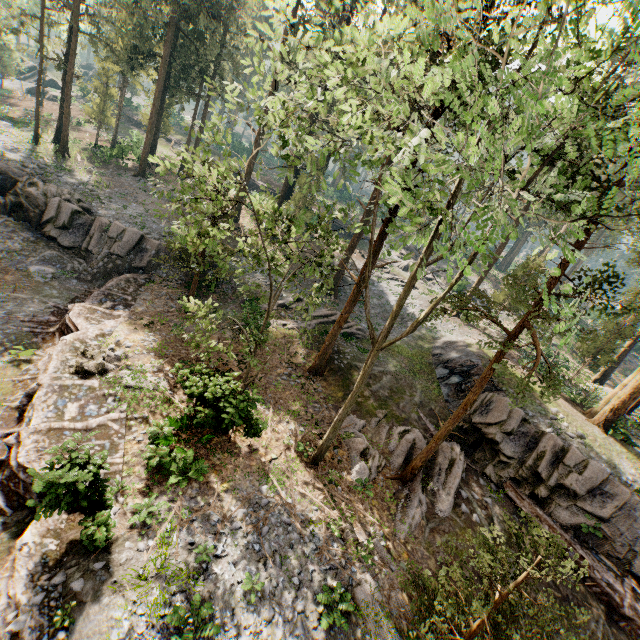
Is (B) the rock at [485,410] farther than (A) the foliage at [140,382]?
Yes

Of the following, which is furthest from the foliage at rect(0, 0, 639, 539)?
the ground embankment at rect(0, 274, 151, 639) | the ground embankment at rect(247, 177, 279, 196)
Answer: the ground embankment at rect(247, 177, 279, 196)

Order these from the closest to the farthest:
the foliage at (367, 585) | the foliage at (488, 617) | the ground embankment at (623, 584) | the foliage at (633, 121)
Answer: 1. the foliage at (633, 121)
2. the foliage at (488, 617)
3. the foliage at (367, 585)
4. the ground embankment at (623, 584)

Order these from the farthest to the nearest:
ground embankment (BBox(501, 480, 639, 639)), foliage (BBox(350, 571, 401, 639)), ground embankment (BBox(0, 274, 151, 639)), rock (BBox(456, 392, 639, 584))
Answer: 1. rock (BBox(456, 392, 639, 584))
2. ground embankment (BBox(501, 480, 639, 639))
3. foliage (BBox(350, 571, 401, 639))
4. ground embankment (BBox(0, 274, 151, 639))

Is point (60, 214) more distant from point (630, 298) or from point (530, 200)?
point (630, 298)

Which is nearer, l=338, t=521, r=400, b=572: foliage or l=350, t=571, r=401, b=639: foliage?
l=350, t=571, r=401, b=639: foliage
